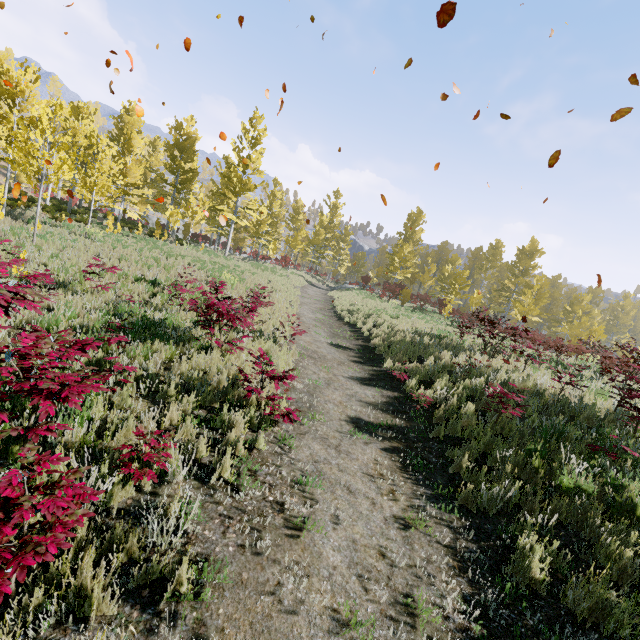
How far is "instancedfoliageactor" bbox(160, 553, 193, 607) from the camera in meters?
2.5

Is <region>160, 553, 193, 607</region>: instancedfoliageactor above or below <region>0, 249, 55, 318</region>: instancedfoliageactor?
below

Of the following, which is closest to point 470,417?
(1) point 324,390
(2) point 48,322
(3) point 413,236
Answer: (1) point 324,390

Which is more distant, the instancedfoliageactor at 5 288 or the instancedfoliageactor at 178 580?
the instancedfoliageactor at 5 288

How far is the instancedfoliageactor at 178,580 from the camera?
2.5m

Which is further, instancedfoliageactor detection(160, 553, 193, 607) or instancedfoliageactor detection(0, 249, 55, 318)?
instancedfoliageactor detection(0, 249, 55, 318)
